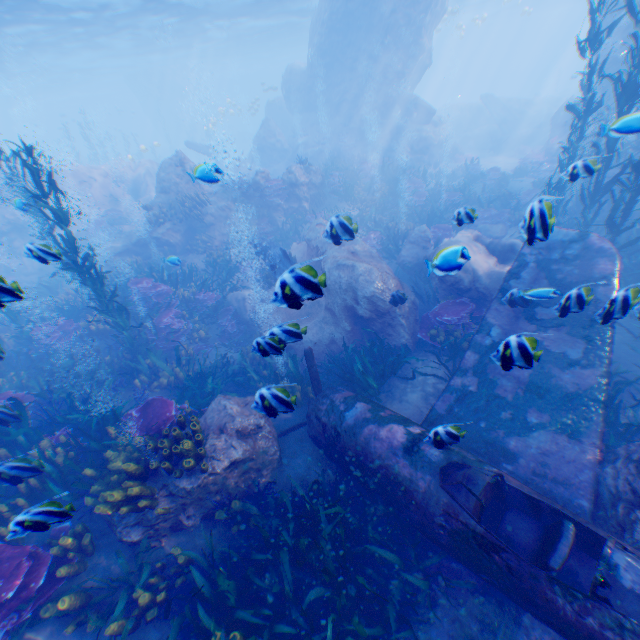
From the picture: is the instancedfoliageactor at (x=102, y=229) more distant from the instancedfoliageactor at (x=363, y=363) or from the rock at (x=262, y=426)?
the instancedfoliageactor at (x=363, y=363)

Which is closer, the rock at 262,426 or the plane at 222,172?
the rock at 262,426

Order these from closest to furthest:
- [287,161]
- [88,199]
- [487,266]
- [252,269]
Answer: [487,266] → [252,269] → [88,199] → [287,161]

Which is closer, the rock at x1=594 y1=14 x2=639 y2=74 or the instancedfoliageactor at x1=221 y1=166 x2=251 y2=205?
the rock at x1=594 y1=14 x2=639 y2=74

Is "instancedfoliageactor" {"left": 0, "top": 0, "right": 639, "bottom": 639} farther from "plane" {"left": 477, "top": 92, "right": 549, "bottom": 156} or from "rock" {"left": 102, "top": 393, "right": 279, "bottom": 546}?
"plane" {"left": 477, "top": 92, "right": 549, "bottom": 156}

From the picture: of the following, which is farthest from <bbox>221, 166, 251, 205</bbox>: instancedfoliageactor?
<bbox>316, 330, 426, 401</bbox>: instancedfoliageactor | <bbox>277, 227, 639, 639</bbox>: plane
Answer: <bbox>316, 330, 426, 401</bbox>: instancedfoliageactor

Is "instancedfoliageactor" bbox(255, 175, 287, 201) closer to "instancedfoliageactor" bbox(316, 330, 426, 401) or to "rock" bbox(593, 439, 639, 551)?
"rock" bbox(593, 439, 639, 551)
